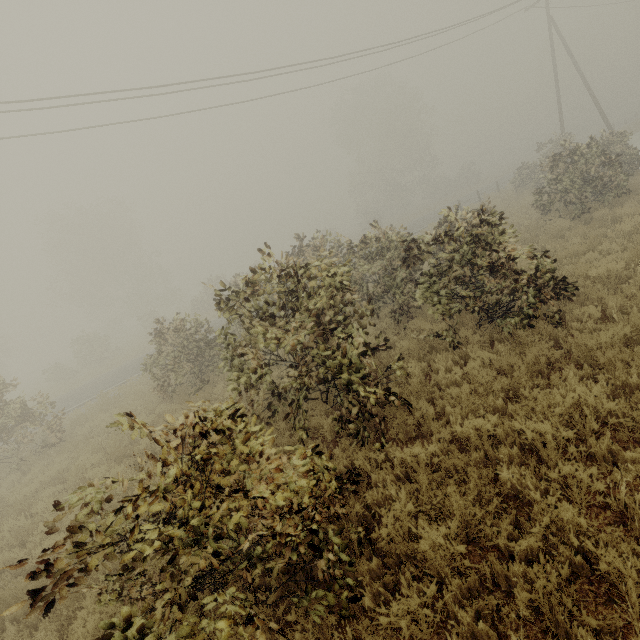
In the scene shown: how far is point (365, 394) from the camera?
4.74m
